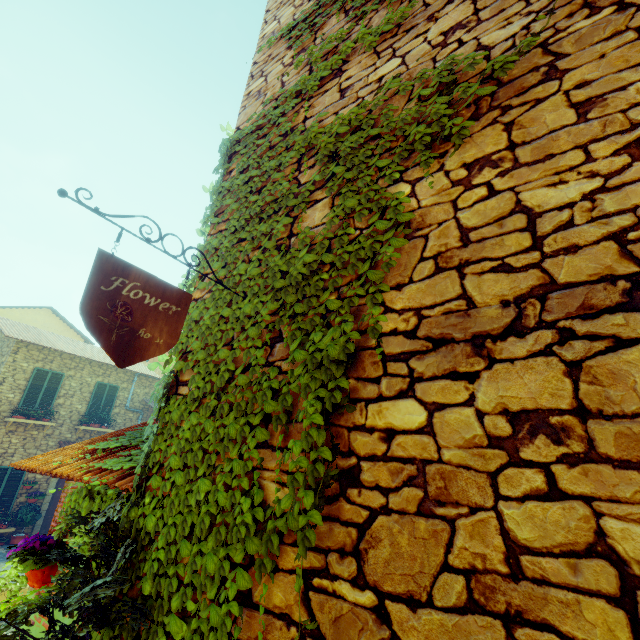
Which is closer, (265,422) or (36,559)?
(265,422)

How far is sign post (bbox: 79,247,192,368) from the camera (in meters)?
1.45

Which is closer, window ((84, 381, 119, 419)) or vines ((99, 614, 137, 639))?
vines ((99, 614, 137, 639))

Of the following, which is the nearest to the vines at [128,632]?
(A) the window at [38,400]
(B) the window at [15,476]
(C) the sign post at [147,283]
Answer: (C) the sign post at [147,283]

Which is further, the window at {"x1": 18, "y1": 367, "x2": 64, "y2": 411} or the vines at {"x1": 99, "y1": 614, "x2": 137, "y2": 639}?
the window at {"x1": 18, "y1": 367, "x2": 64, "y2": 411}

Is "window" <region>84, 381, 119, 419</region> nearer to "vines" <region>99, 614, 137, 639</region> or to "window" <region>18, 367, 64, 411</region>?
"window" <region>18, 367, 64, 411</region>

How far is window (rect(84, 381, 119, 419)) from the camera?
14.95m

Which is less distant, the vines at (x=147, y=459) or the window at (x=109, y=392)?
the vines at (x=147, y=459)
